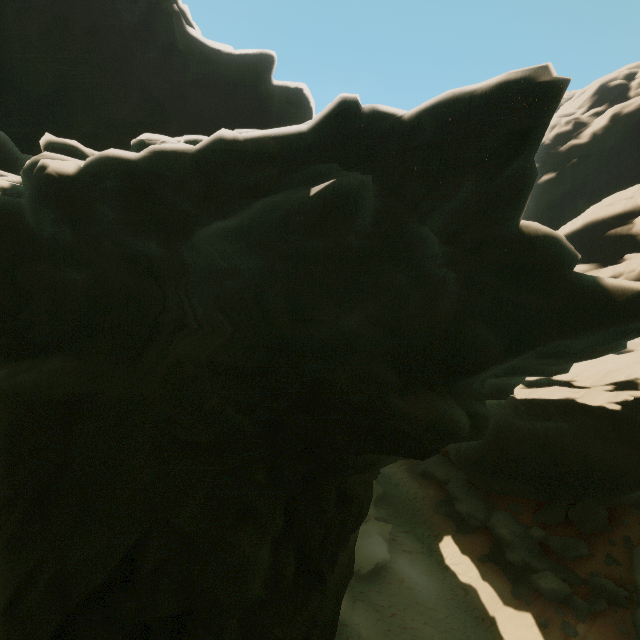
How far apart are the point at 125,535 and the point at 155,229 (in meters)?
6.16
